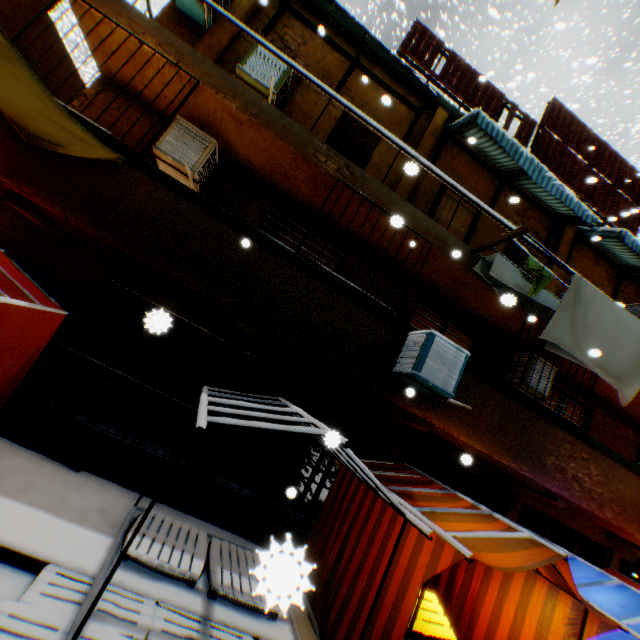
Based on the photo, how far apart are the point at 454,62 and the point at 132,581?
12.7 meters

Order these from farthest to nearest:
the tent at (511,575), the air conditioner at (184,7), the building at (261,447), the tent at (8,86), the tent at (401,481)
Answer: the air conditioner at (184,7), the building at (261,447), the tent at (401,481), the tent at (511,575), the tent at (8,86)

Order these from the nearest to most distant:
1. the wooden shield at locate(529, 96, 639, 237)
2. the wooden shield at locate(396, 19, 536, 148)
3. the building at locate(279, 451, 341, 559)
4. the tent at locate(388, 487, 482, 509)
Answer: the building at locate(279, 451, 341, 559)
the tent at locate(388, 487, 482, 509)
the wooden shield at locate(396, 19, 536, 148)
the wooden shield at locate(529, 96, 639, 237)

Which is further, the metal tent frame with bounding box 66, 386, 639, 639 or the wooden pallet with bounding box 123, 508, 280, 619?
the wooden pallet with bounding box 123, 508, 280, 619

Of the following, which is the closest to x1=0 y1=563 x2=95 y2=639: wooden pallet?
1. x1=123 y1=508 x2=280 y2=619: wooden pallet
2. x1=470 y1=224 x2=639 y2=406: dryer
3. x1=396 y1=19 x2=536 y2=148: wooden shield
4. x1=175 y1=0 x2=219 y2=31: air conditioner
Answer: x1=123 y1=508 x2=280 y2=619: wooden pallet

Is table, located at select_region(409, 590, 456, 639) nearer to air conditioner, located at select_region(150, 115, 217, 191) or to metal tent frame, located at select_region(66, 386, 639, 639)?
metal tent frame, located at select_region(66, 386, 639, 639)

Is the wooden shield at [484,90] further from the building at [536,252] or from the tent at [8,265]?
the tent at [8,265]

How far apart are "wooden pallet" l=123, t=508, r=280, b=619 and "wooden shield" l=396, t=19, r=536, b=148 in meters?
11.1 m
